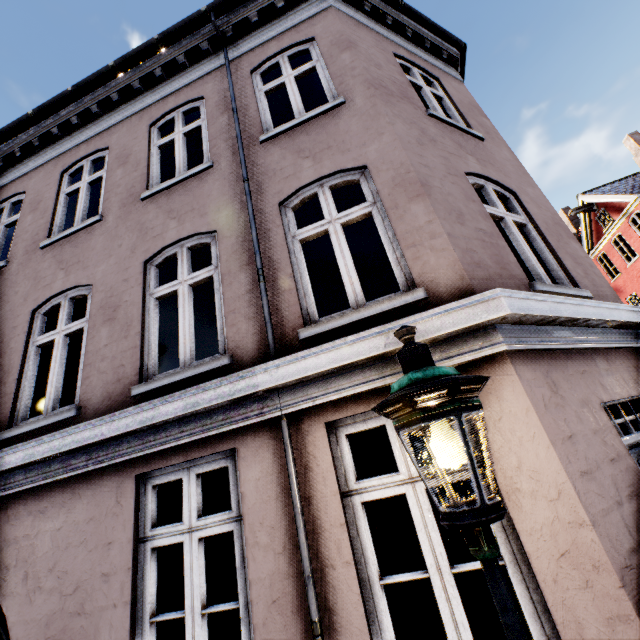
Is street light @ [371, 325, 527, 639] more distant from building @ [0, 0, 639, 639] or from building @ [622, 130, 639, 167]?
building @ [622, 130, 639, 167]

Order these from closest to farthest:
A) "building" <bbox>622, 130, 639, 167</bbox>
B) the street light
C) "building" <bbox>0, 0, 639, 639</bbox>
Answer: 1. the street light
2. "building" <bbox>0, 0, 639, 639</bbox>
3. "building" <bbox>622, 130, 639, 167</bbox>

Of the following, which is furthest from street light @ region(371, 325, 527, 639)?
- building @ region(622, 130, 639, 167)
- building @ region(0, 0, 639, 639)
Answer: building @ region(622, 130, 639, 167)

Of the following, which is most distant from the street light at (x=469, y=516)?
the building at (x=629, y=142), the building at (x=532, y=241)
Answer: the building at (x=629, y=142)

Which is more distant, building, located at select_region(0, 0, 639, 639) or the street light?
building, located at select_region(0, 0, 639, 639)

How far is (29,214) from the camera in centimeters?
578cm

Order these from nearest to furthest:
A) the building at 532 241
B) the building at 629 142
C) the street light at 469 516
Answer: the street light at 469 516 < the building at 532 241 < the building at 629 142
